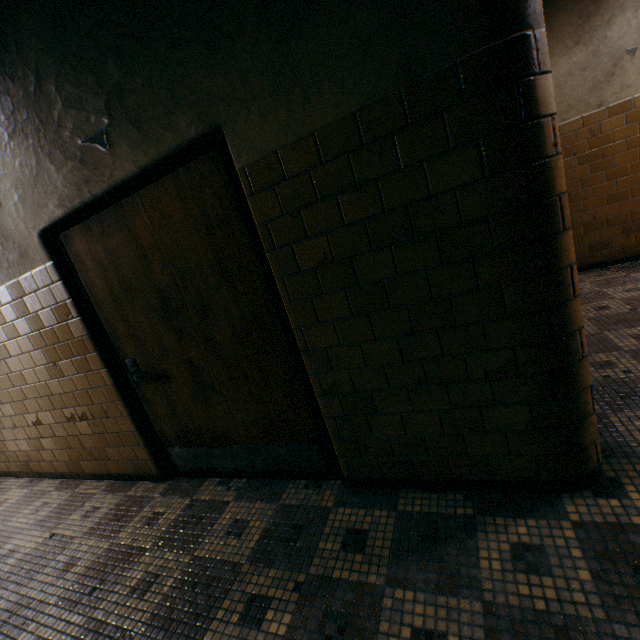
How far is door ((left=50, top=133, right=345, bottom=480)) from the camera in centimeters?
184cm

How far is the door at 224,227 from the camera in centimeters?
184cm

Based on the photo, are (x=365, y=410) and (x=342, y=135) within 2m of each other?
yes
